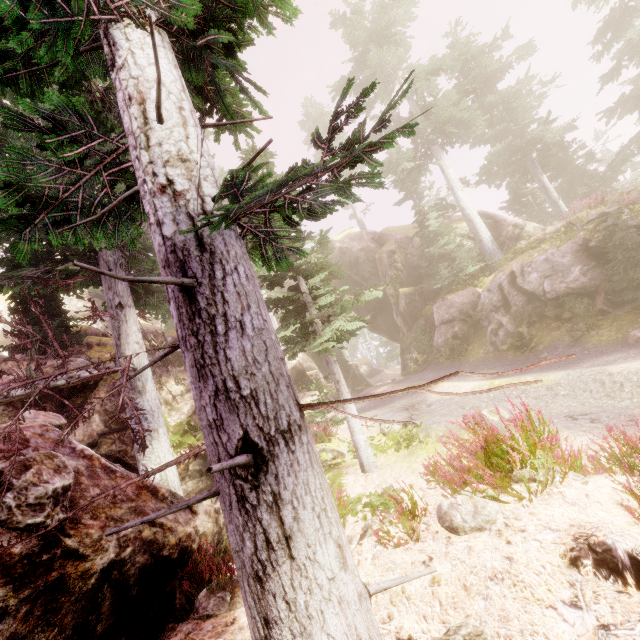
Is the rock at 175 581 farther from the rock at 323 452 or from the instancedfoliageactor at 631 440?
the rock at 323 452

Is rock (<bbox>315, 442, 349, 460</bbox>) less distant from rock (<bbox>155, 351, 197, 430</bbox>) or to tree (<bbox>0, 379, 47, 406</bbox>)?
rock (<bbox>155, 351, 197, 430</bbox>)

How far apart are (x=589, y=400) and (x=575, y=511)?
4.9 meters

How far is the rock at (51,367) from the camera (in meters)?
12.30

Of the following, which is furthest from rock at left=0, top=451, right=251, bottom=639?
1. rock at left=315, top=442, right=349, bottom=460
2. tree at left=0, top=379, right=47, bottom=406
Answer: rock at left=315, top=442, right=349, bottom=460

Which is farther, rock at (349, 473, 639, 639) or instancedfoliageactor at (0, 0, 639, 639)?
rock at (349, 473, 639, 639)
